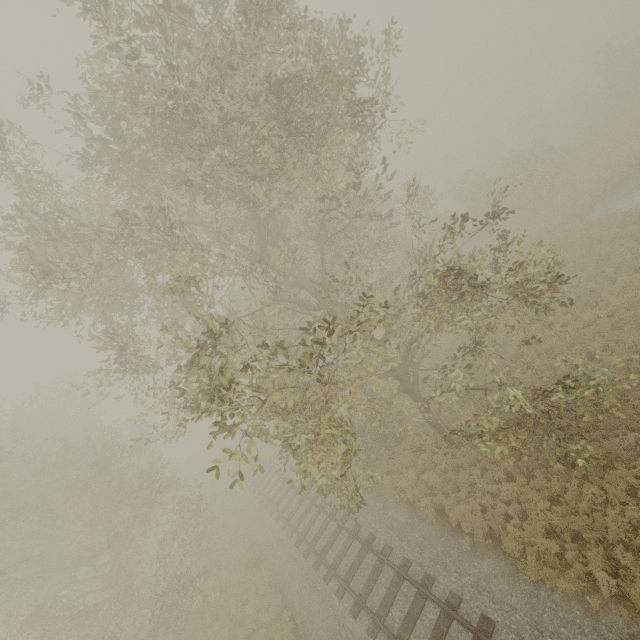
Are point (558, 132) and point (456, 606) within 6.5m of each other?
no
